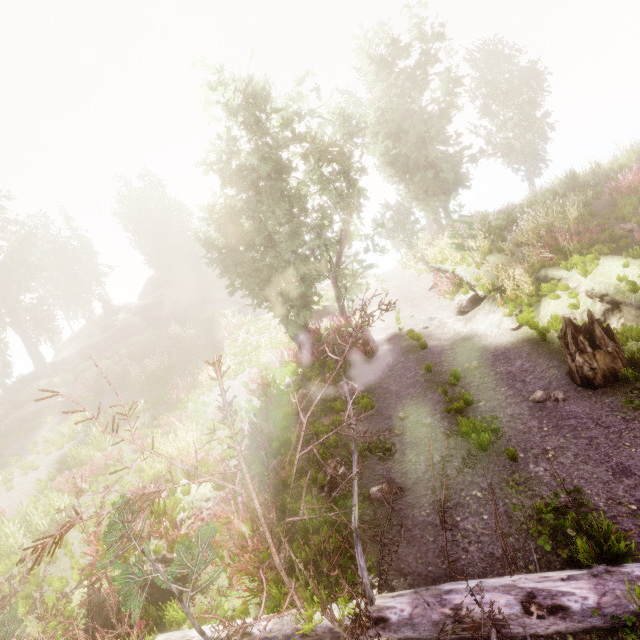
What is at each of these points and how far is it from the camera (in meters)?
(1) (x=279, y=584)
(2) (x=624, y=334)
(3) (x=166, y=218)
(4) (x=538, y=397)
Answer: (1) instancedfoliageactor, 4.89
(2) instancedfoliageactor, 7.14
(3) instancedfoliageactor, 41.22
(4) instancedfoliageactor, 6.78

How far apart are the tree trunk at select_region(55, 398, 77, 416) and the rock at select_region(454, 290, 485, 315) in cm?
2313

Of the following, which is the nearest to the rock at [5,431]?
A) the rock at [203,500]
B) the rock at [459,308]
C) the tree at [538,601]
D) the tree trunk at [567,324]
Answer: the rock at [203,500]

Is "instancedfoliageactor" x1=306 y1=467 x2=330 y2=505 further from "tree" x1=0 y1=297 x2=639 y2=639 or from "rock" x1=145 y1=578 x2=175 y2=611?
"rock" x1=145 y1=578 x2=175 y2=611

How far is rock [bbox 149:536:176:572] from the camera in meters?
5.8 m

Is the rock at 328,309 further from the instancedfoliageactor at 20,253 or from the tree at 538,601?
the tree at 538,601

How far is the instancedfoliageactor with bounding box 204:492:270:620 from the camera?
4.96m
